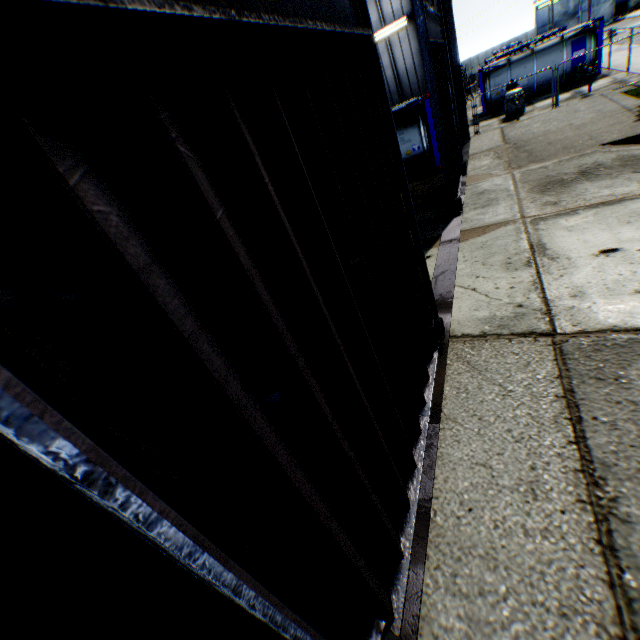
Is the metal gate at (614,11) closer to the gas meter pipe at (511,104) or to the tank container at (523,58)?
the tank container at (523,58)

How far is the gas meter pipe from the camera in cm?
1880

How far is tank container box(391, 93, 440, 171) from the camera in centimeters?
1416cm

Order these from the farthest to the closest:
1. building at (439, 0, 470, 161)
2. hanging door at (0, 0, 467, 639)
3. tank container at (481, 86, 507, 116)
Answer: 1. tank container at (481, 86, 507, 116)
2. building at (439, 0, 470, 161)
3. hanging door at (0, 0, 467, 639)

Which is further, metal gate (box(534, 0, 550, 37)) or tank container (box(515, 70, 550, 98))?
metal gate (box(534, 0, 550, 37))

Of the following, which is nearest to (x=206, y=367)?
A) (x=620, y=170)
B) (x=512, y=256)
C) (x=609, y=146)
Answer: (x=512, y=256)

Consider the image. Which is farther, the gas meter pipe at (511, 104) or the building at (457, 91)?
the gas meter pipe at (511, 104)

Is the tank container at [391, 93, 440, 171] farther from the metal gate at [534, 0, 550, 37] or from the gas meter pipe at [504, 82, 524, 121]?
the metal gate at [534, 0, 550, 37]
